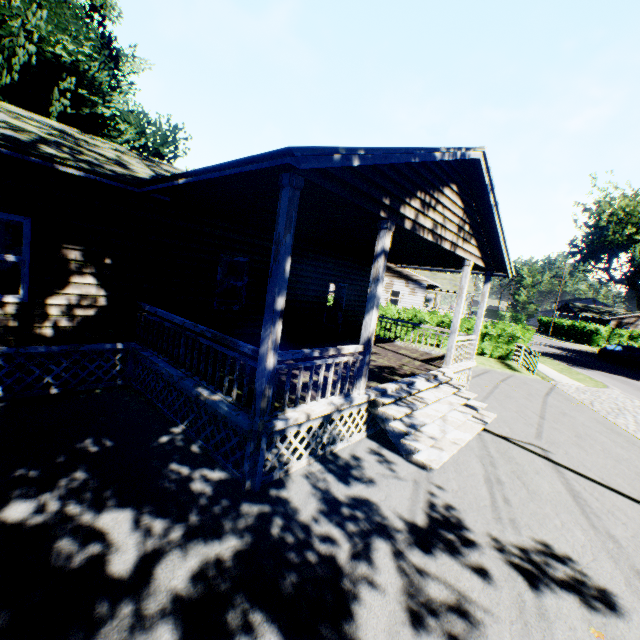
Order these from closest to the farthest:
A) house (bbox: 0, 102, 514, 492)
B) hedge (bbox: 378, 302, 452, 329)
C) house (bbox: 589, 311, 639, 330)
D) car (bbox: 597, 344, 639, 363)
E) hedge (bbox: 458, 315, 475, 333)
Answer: house (bbox: 0, 102, 514, 492), hedge (bbox: 458, 315, 475, 333), hedge (bbox: 378, 302, 452, 329), car (bbox: 597, 344, 639, 363), house (bbox: 589, 311, 639, 330)

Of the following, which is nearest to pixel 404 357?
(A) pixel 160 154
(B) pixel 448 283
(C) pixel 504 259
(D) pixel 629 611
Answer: (C) pixel 504 259

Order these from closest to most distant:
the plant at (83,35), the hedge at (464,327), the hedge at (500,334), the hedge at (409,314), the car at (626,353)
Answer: the plant at (83,35), the hedge at (500,334), the hedge at (464,327), the hedge at (409,314), the car at (626,353)

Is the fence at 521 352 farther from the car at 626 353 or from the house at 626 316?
the house at 626 316

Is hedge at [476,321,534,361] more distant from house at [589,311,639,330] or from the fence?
house at [589,311,639,330]

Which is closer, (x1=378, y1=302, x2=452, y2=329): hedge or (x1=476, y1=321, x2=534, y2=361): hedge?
(x1=476, y1=321, x2=534, y2=361): hedge

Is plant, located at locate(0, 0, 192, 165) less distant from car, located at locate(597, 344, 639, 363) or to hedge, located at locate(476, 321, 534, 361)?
hedge, located at locate(476, 321, 534, 361)

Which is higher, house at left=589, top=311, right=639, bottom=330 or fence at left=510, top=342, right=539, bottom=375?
house at left=589, top=311, right=639, bottom=330
